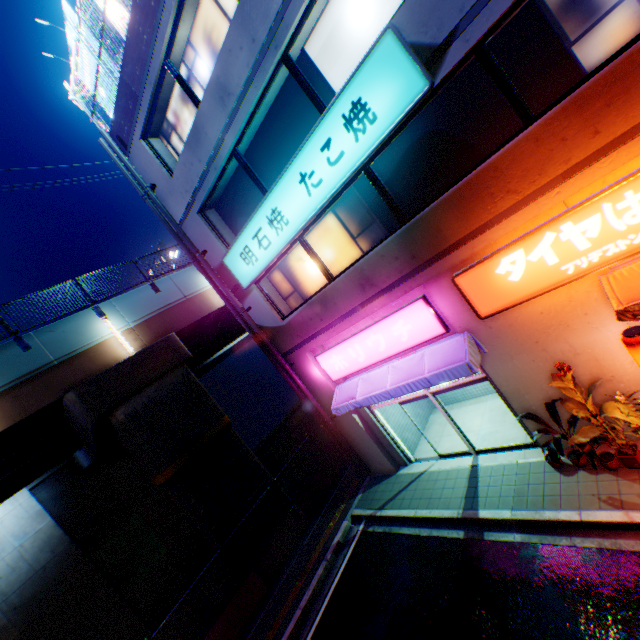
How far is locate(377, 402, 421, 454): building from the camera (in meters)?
11.70

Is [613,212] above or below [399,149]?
below

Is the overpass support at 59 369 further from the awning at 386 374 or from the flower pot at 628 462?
the flower pot at 628 462

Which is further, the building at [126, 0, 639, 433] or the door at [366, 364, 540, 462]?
the door at [366, 364, 540, 462]

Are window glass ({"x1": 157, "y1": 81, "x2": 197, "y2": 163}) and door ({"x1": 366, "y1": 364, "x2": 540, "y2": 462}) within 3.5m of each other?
no

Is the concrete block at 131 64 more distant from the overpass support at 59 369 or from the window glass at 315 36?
the overpass support at 59 369

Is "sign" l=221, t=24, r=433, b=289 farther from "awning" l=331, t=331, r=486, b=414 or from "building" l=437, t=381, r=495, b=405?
"awning" l=331, t=331, r=486, b=414

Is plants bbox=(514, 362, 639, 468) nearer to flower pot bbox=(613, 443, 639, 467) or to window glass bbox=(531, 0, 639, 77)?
flower pot bbox=(613, 443, 639, 467)
